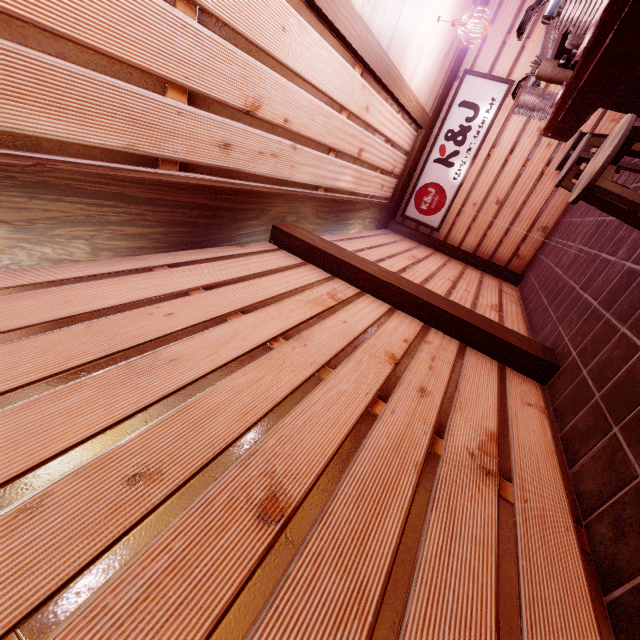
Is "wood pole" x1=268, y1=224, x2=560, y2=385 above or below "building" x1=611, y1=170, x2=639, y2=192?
above

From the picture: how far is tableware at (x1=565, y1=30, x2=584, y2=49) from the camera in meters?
4.4

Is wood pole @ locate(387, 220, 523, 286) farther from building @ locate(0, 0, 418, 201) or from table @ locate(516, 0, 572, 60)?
table @ locate(516, 0, 572, 60)

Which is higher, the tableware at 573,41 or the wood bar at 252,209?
the wood bar at 252,209

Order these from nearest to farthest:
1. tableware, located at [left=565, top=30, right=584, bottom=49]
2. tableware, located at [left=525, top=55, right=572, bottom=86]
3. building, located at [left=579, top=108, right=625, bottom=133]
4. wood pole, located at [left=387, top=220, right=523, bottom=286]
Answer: tableware, located at [left=565, top=30, right=584, bottom=49] < tableware, located at [left=525, top=55, right=572, bottom=86] < building, located at [left=579, top=108, right=625, bottom=133] < wood pole, located at [left=387, top=220, right=523, bottom=286]

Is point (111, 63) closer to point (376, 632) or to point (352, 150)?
point (376, 632)

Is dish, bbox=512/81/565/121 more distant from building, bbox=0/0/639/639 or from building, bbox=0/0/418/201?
building, bbox=0/0/418/201

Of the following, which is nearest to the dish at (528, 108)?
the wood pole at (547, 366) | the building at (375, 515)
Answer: the building at (375, 515)
